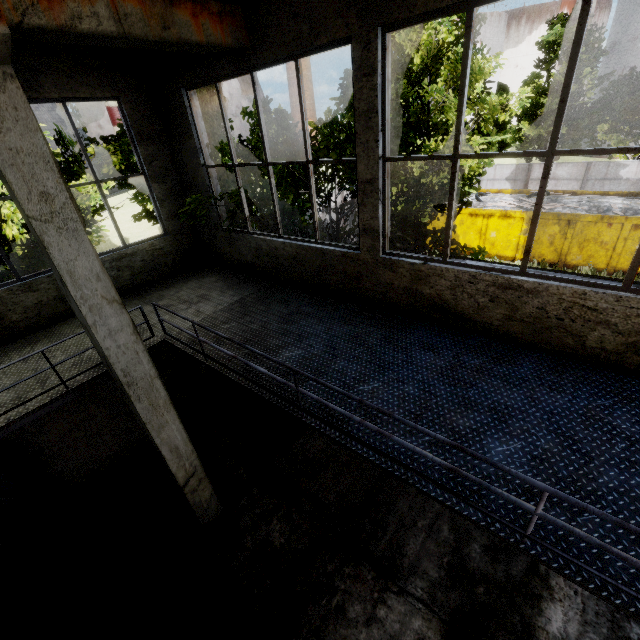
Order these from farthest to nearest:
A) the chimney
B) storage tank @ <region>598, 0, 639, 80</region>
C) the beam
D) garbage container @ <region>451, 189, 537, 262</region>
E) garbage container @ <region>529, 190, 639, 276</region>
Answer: the chimney
storage tank @ <region>598, 0, 639, 80</region>
garbage container @ <region>451, 189, 537, 262</region>
garbage container @ <region>529, 190, 639, 276</region>
the beam

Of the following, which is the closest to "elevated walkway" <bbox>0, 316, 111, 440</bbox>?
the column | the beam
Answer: the column

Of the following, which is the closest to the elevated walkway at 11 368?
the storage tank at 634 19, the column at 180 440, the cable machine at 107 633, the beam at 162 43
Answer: the column at 180 440

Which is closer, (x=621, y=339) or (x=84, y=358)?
(x=621, y=339)

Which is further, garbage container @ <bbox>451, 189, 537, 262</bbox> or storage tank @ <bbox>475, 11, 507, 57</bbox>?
storage tank @ <bbox>475, 11, 507, 57</bbox>

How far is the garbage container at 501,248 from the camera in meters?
15.8 m

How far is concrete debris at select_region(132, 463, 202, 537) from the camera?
6.57m

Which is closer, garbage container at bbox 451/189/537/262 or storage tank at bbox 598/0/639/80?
garbage container at bbox 451/189/537/262
